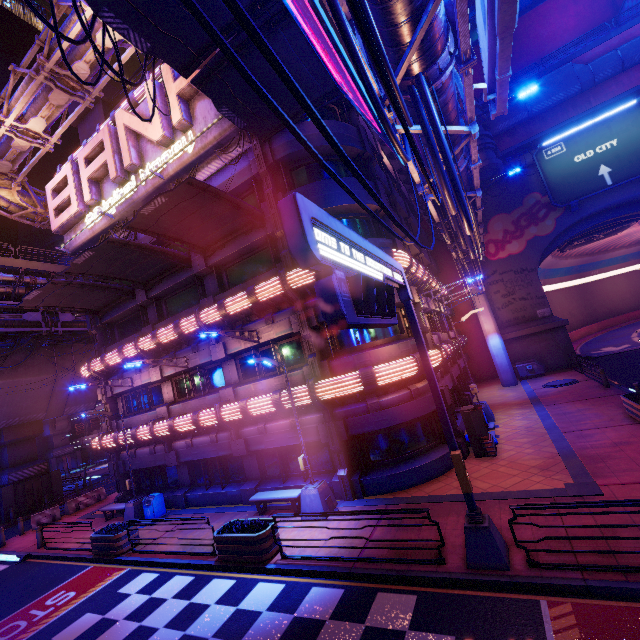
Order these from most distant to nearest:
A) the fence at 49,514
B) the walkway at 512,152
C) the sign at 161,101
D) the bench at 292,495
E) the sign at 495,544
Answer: the walkway at 512,152, the fence at 49,514, the sign at 161,101, the bench at 292,495, the sign at 495,544

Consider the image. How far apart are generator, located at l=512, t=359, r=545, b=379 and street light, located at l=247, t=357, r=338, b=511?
21.4 meters

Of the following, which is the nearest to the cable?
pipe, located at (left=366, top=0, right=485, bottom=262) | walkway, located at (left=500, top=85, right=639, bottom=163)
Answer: pipe, located at (left=366, top=0, right=485, bottom=262)

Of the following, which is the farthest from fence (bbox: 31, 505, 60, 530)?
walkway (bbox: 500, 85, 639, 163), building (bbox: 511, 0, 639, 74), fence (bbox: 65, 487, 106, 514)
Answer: building (bbox: 511, 0, 639, 74)

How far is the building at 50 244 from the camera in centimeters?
5848cm

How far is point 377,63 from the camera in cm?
159

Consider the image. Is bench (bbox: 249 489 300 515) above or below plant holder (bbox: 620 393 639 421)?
above

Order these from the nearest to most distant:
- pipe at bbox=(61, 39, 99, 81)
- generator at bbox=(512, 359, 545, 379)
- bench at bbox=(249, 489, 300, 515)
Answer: bench at bbox=(249, 489, 300, 515), pipe at bbox=(61, 39, 99, 81), generator at bbox=(512, 359, 545, 379)
